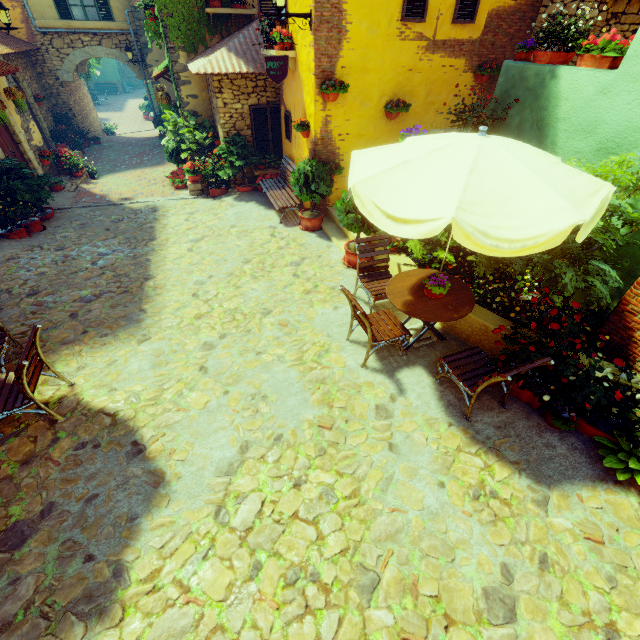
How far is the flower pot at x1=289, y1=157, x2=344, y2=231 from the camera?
7.4m

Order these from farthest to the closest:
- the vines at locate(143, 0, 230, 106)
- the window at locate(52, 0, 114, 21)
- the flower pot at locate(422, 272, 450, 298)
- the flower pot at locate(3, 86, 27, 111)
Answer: the window at locate(52, 0, 114, 21) → the vines at locate(143, 0, 230, 106) → the flower pot at locate(3, 86, 27, 111) → the flower pot at locate(422, 272, 450, 298)

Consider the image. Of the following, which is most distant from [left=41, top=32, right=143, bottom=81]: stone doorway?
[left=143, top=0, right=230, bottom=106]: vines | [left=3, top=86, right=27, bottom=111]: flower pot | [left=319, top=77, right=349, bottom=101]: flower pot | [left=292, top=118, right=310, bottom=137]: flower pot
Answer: [left=319, top=77, right=349, bottom=101]: flower pot

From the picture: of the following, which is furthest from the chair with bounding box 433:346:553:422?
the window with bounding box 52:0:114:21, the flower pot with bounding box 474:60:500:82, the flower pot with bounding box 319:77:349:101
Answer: the flower pot with bounding box 474:60:500:82

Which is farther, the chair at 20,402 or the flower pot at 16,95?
the flower pot at 16,95

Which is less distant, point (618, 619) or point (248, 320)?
point (618, 619)

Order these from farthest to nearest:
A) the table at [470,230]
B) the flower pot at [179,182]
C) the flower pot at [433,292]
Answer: the flower pot at [179,182] < the flower pot at [433,292] < the table at [470,230]

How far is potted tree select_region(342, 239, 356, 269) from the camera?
6.6m
